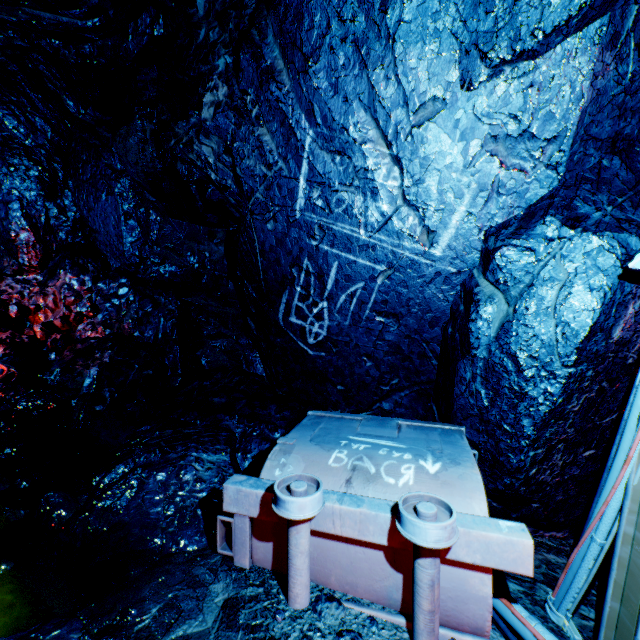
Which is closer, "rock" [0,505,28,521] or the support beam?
the support beam

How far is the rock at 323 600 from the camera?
1.6m

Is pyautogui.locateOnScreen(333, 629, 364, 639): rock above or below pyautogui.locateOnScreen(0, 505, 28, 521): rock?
above

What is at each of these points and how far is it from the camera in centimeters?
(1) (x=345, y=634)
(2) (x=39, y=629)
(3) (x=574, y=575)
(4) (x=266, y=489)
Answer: (1) rock, 151cm
(2) rock, 150cm
(3) cable, 174cm
(4) trolley, 187cm

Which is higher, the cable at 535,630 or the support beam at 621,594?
the support beam at 621,594

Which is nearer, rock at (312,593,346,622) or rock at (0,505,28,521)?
rock at (312,593,346,622)

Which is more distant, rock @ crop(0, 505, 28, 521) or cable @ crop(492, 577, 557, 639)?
rock @ crop(0, 505, 28, 521)

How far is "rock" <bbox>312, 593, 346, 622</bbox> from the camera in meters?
1.6
